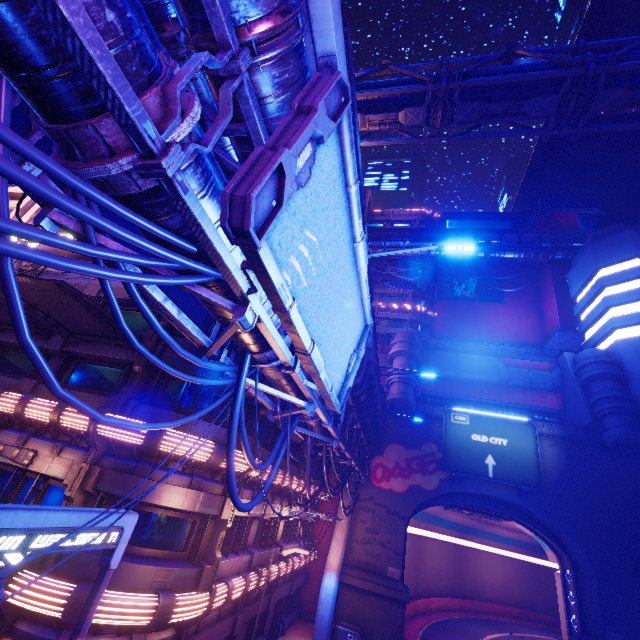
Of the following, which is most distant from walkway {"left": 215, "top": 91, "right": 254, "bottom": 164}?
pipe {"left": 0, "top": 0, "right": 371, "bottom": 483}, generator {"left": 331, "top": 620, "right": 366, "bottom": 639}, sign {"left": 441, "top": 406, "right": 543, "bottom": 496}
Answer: generator {"left": 331, "top": 620, "right": 366, "bottom": 639}

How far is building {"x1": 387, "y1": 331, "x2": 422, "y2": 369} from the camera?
30.9m

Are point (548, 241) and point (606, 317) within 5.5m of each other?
no

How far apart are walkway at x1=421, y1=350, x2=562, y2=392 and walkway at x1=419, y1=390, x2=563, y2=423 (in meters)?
1.47

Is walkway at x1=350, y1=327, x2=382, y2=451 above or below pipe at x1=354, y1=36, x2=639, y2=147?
below

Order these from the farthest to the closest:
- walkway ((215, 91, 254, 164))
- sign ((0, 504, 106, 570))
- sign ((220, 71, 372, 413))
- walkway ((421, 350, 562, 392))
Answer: walkway ((421, 350, 562, 392))
walkway ((215, 91, 254, 164))
sign ((0, 504, 106, 570))
sign ((220, 71, 372, 413))

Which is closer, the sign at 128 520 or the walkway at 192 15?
the walkway at 192 15

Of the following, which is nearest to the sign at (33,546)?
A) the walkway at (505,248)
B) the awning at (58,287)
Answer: the awning at (58,287)
